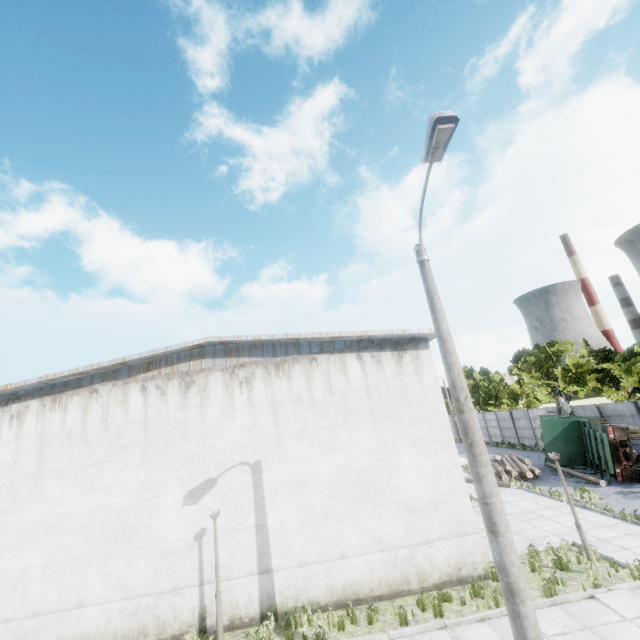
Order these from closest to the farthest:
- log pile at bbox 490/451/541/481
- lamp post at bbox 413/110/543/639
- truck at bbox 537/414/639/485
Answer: lamp post at bbox 413/110/543/639 → truck at bbox 537/414/639/485 → log pile at bbox 490/451/541/481

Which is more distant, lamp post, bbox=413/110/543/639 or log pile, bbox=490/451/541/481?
log pile, bbox=490/451/541/481

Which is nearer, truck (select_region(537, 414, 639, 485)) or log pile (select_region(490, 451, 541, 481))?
truck (select_region(537, 414, 639, 485))

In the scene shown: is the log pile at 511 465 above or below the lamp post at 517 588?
below

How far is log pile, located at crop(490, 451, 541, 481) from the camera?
20.0m

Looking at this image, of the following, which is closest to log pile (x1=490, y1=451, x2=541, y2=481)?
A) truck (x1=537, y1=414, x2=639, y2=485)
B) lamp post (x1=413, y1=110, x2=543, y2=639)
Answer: truck (x1=537, y1=414, x2=639, y2=485)

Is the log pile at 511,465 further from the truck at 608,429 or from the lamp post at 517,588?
the lamp post at 517,588

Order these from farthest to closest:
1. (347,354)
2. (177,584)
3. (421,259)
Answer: (347,354) → (177,584) → (421,259)
